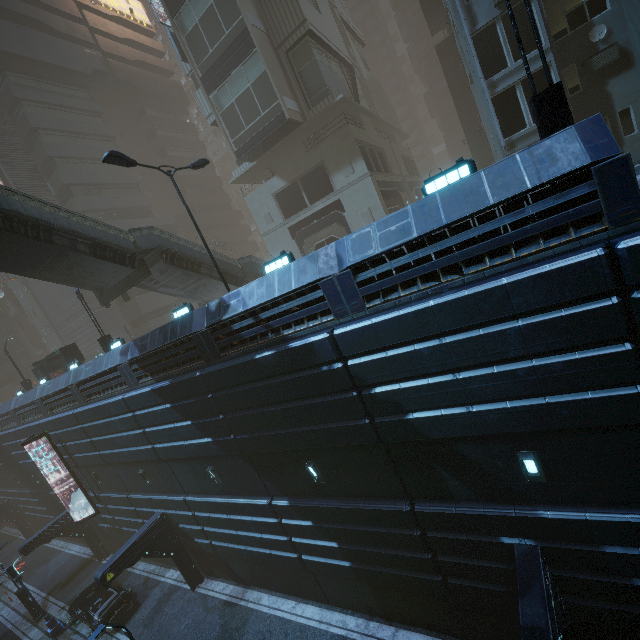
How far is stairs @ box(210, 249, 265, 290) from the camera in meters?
20.8

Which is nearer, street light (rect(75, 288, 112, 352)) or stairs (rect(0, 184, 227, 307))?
stairs (rect(0, 184, 227, 307))

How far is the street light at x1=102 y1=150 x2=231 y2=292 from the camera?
11.16m

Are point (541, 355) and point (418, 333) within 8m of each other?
yes

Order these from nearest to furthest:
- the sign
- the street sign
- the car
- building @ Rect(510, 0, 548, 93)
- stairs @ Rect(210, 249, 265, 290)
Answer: building @ Rect(510, 0, 548, 93)
the car
the street sign
stairs @ Rect(210, 249, 265, 290)
the sign

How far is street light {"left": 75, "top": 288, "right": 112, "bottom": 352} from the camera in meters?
19.3 m

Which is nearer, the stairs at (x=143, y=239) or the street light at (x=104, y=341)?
the stairs at (x=143, y=239)

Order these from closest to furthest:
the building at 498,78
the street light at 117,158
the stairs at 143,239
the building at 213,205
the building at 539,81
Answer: the building at 498,78 < the street light at 117,158 < the stairs at 143,239 < the building at 539,81 < the building at 213,205
